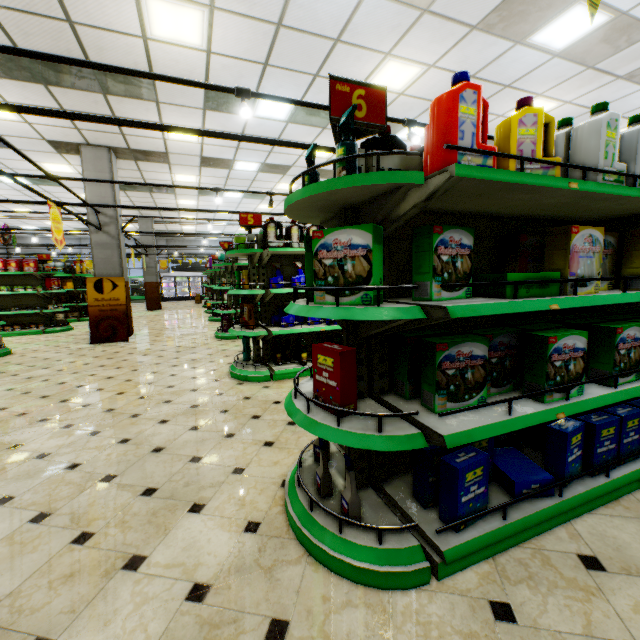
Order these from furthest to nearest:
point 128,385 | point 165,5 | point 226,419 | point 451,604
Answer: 1. point 128,385
2. point 165,5
3. point 226,419
4. point 451,604

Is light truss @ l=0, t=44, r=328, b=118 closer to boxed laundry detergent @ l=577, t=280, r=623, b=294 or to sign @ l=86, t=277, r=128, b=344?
sign @ l=86, t=277, r=128, b=344

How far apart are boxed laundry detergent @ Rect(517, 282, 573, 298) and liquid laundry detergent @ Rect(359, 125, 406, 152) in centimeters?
83cm

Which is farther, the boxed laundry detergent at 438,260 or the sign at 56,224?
the sign at 56,224

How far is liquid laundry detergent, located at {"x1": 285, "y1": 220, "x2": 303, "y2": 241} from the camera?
4.96m

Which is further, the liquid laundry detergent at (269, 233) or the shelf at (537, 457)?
the liquid laundry detergent at (269, 233)

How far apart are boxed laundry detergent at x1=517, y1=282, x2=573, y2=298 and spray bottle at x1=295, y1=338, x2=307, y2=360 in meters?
3.5

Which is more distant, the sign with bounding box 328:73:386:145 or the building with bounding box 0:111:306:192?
the building with bounding box 0:111:306:192
